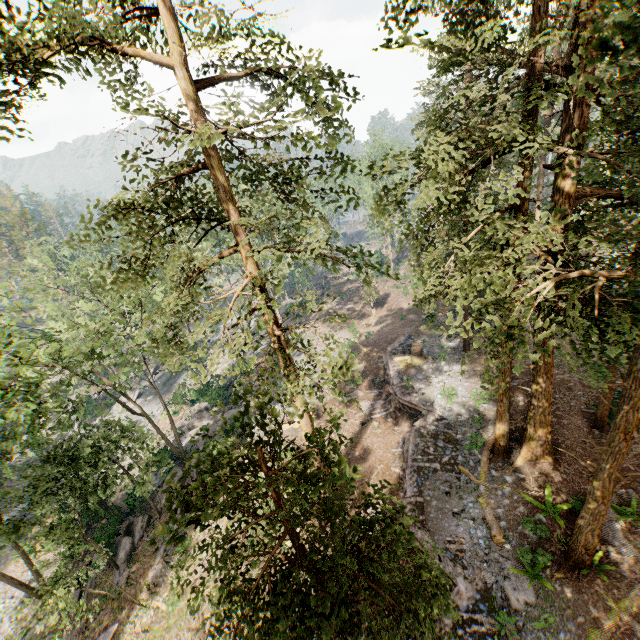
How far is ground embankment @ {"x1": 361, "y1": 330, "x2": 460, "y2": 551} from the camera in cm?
1698

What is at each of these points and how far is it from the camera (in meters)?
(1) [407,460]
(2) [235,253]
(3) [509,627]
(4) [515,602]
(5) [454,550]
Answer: (1) ground embankment, 19.09
(2) foliage, 30.36
(3) foliage, 11.67
(4) foliage, 12.33
(5) ground embankment, 14.38

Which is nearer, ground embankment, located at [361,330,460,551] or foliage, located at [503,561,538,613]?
foliage, located at [503,561,538,613]

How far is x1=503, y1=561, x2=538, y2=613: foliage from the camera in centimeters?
1216cm

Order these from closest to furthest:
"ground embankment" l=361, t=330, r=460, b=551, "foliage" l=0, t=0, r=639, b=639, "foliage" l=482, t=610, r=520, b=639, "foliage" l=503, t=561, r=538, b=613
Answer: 1. "foliage" l=0, t=0, r=639, b=639
2. "foliage" l=482, t=610, r=520, b=639
3. "foliage" l=503, t=561, r=538, b=613
4. "ground embankment" l=361, t=330, r=460, b=551

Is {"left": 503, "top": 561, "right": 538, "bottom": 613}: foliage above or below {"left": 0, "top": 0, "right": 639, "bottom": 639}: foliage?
below

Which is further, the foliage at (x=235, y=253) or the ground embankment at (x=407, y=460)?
the ground embankment at (x=407, y=460)
